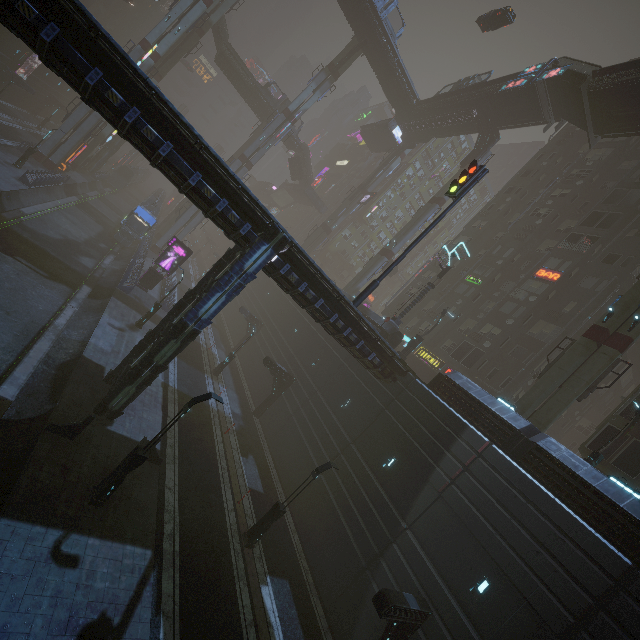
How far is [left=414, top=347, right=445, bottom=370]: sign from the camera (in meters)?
33.39

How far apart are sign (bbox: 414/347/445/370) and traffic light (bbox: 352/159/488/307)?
19.14m

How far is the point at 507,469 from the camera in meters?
14.8 m

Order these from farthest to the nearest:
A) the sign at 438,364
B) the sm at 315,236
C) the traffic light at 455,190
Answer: the sm at 315,236 < the sign at 438,364 < the traffic light at 455,190

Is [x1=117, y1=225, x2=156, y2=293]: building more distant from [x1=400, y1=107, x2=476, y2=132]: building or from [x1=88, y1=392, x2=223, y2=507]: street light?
[x1=400, y1=107, x2=476, y2=132]: building

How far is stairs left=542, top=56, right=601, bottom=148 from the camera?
26.06m

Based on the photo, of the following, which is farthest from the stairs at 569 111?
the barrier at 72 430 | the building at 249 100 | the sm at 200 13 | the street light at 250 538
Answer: the building at 249 100

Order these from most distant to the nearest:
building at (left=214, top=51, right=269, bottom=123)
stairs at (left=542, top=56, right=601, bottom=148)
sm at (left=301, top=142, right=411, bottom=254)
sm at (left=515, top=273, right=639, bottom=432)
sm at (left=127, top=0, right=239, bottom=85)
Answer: sm at (left=301, top=142, right=411, bottom=254)
building at (left=214, top=51, right=269, bottom=123)
sm at (left=127, top=0, right=239, bottom=85)
stairs at (left=542, top=56, right=601, bottom=148)
sm at (left=515, top=273, right=639, bottom=432)
